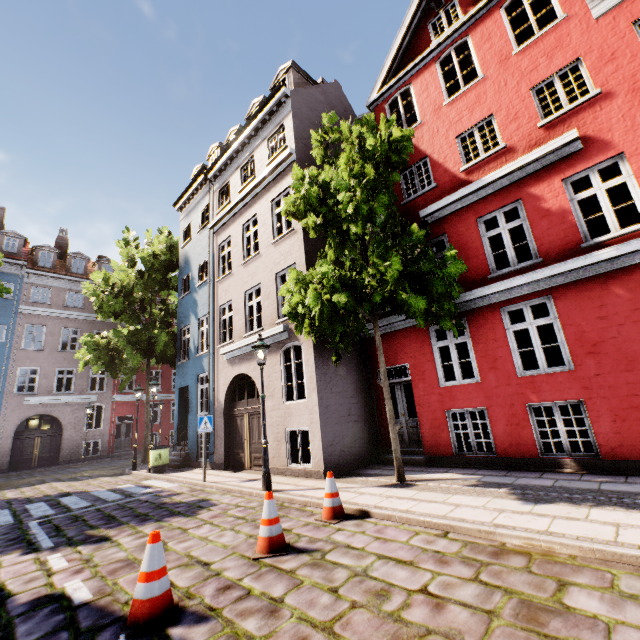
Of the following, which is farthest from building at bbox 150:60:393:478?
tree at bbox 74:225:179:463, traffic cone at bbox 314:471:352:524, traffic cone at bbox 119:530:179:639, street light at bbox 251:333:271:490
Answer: traffic cone at bbox 119:530:179:639

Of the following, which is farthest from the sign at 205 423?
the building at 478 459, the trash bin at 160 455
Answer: the trash bin at 160 455

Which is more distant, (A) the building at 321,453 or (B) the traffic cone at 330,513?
(A) the building at 321,453

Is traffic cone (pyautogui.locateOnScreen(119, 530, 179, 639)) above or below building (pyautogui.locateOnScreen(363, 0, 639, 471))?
below

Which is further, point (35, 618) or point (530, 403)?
point (530, 403)

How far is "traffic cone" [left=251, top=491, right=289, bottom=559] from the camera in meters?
4.3 m

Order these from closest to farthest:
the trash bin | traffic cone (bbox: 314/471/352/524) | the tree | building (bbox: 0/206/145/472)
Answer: traffic cone (bbox: 314/471/352/524)
the trash bin
the tree
building (bbox: 0/206/145/472)

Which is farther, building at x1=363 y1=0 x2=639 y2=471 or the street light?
the street light
